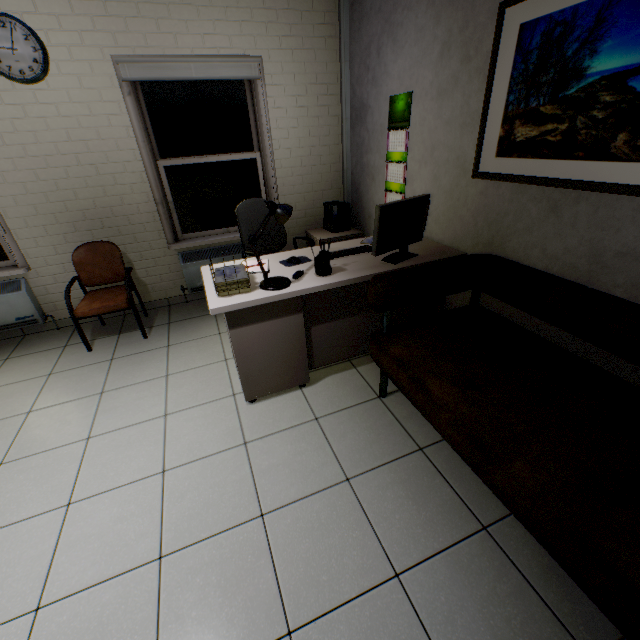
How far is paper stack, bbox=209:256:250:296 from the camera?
2.0 meters

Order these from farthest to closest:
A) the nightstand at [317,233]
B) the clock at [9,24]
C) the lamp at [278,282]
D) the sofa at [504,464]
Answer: the nightstand at [317,233], the clock at [9,24], the lamp at [278,282], the sofa at [504,464]

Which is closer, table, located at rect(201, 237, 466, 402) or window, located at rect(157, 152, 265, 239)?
table, located at rect(201, 237, 466, 402)

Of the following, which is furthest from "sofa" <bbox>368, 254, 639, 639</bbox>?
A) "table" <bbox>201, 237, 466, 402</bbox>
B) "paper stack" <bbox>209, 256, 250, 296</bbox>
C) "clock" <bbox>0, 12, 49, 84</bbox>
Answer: "clock" <bbox>0, 12, 49, 84</bbox>

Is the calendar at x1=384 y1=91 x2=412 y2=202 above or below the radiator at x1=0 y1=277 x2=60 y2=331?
above

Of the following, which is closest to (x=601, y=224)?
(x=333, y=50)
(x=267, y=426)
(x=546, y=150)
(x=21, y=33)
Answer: (x=546, y=150)

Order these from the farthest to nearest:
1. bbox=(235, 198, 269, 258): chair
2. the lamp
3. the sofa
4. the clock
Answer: bbox=(235, 198, 269, 258): chair
the clock
the lamp
the sofa

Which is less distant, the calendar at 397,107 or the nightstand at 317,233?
the calendar at 397,107
